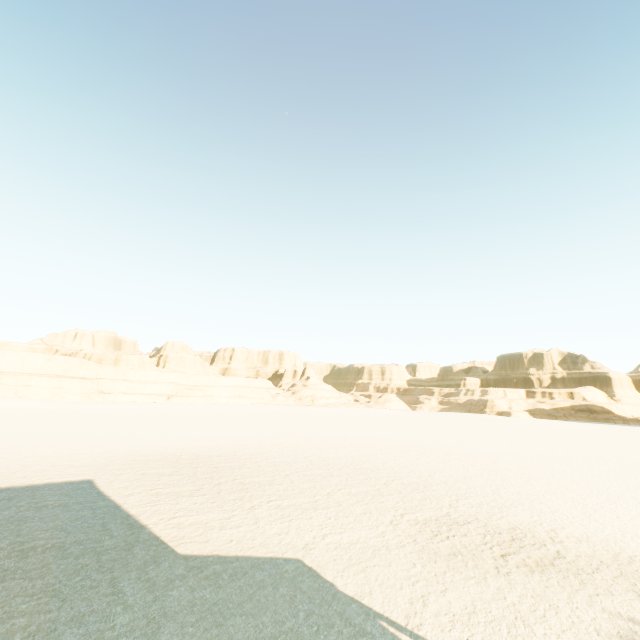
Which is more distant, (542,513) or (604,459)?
(604,459)
